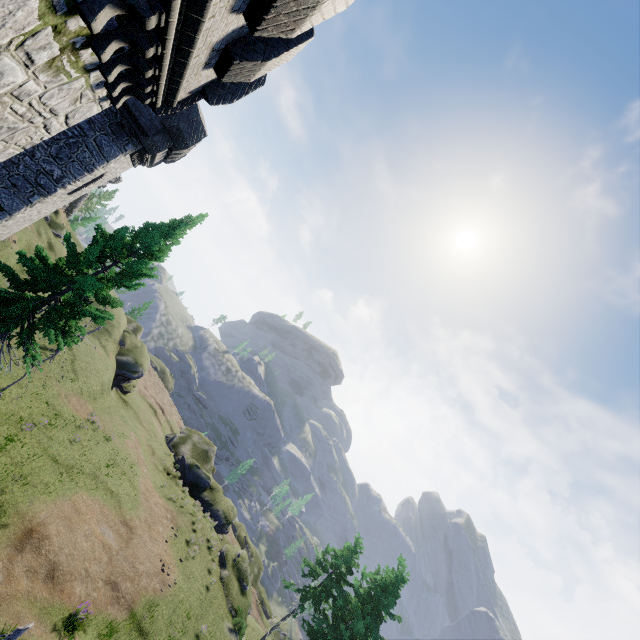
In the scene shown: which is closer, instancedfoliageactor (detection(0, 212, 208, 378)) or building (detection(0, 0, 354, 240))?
building (detection(0, 0, 354, 240))

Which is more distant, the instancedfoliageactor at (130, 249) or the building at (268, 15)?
the instancedfoliageactor at (130, 249)

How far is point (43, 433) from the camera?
21.2m
